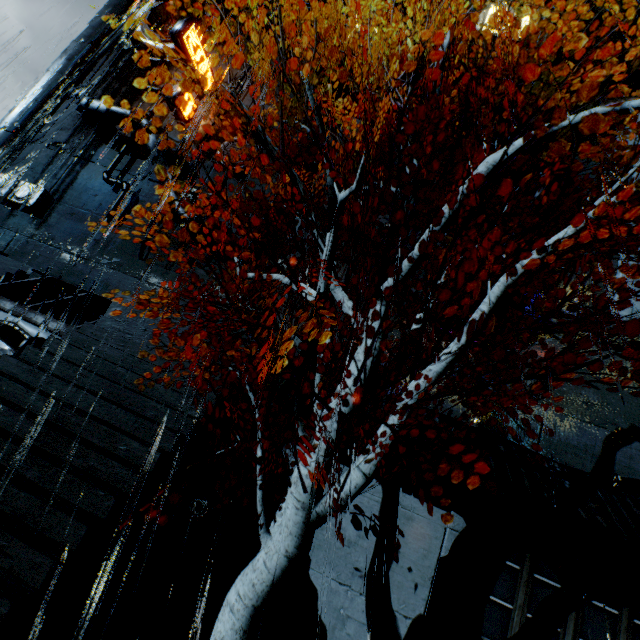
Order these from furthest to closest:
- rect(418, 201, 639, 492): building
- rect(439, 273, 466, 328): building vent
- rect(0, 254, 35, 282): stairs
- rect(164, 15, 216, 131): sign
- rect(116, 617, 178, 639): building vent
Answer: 1. rect(164, 15, 216, 131): sign
2. rect(439, 273, 466, 328): building vent
3. rect(0, 254, 35, 282): stairs
4. rect(418, 201, 639, 492): building
5. rect(116, 617, 178, 639): building vent

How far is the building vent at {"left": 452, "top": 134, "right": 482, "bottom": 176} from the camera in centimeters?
1864cm

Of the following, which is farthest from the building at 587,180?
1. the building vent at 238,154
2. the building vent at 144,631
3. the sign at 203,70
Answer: the building vent at 144,631

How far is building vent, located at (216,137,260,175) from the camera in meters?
20.6 m

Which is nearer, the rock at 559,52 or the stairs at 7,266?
the stairs at 7,266

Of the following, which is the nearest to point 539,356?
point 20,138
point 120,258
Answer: point 120,258

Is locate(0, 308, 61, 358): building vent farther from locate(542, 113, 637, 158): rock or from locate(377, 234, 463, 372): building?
locate(542, 113, 637, 158): rock

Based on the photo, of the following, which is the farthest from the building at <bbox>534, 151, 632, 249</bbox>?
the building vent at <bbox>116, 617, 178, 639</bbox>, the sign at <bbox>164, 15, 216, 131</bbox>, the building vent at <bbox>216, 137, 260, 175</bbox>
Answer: the building vent at <bbox>116, 617, 178, 639</bbox>
